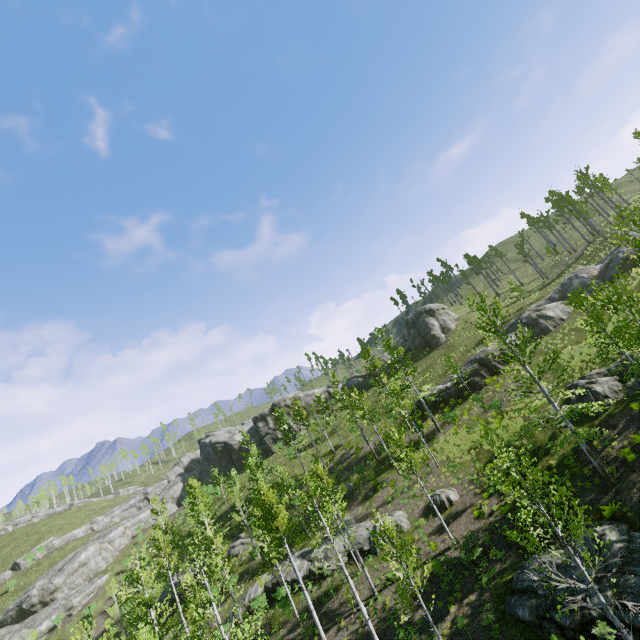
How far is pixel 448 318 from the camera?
49.6 meters

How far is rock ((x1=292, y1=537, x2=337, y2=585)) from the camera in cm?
2483

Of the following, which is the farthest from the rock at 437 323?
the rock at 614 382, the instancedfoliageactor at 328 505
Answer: the rock at 614 382

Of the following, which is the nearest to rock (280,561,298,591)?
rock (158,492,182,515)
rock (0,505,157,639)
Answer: rock (0,505,157,639)

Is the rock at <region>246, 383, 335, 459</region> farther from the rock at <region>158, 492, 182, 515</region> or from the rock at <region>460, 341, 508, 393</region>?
the rock at <region>460, 341, 508, 393</region>

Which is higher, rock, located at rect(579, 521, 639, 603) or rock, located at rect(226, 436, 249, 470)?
rock, located at rect(226, 436, 249, 470)

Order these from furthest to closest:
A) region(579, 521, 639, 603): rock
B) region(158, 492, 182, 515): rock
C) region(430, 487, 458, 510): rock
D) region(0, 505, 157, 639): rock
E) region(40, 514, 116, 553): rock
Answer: region(158, 492, 182, 515): rock
region(40, 514, 116, 553): rock
region(0, 505, 157, 639): rock
region(430, 487, 458, 510): rock
region(579, 521, 639, 603): rock

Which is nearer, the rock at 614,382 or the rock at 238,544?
the rock at 614,382
